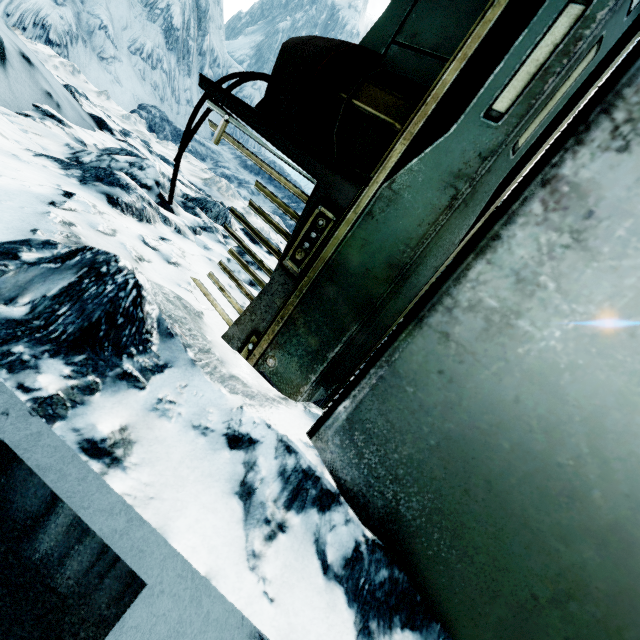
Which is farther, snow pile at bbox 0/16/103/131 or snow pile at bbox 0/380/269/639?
snow pile at bbox 0/16/103/131

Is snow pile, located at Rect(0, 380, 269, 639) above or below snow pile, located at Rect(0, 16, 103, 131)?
below

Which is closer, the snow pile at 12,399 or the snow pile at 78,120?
the snow pile at 12,399

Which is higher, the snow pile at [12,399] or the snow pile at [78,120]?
the snow pile at [78,120]

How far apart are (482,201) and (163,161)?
9.9 meters
